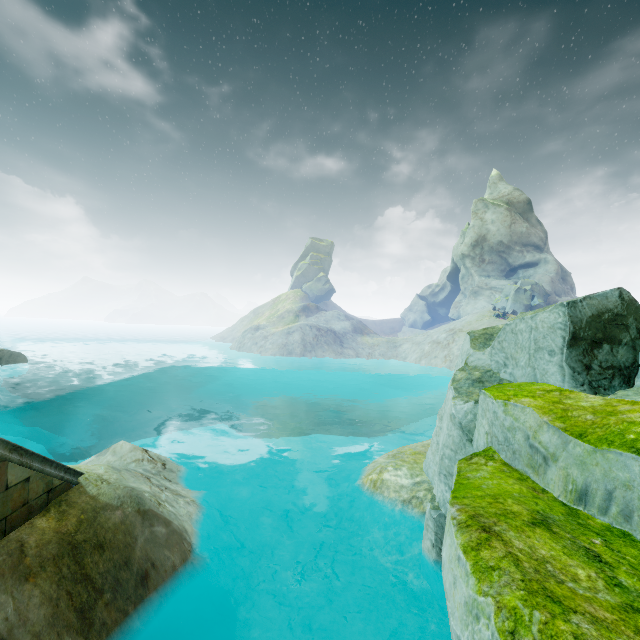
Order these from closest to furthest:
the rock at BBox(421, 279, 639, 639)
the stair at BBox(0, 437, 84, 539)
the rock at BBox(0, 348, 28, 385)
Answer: the rock at BBox(421, 279, 639, 639), the stair at BBox(0, 437, 84, 539), the rock at BBox(0, 348, 28, 385)

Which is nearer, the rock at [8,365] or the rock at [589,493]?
the rock at [589,493]

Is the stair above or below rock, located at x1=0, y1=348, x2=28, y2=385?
above

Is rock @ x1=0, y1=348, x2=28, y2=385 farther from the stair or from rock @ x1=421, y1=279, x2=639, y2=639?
rock @ x1=421, y1=279, x2=639, y2=639

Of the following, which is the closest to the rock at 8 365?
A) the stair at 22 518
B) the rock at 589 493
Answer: the stair at 22 518

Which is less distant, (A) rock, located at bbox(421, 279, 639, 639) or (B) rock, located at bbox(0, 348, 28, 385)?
(A) rock, located at bbox(421, 279, 639, 639)

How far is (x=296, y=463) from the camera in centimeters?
1041cm

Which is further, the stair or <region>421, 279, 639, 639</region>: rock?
the stair
